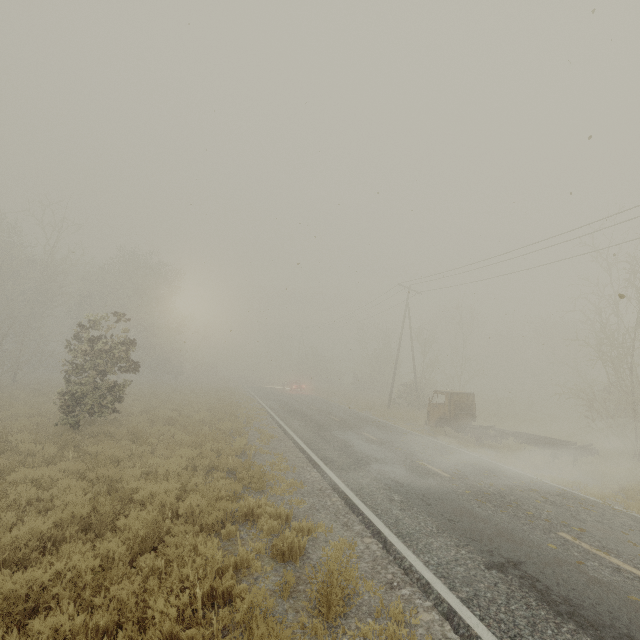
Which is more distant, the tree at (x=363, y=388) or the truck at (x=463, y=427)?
the tree at (x=363, y=388)

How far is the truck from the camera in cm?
1431

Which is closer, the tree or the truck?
the truck

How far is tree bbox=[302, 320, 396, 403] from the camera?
39.4m

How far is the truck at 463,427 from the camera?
14.3m

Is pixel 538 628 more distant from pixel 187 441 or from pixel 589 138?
pixel 187 441
